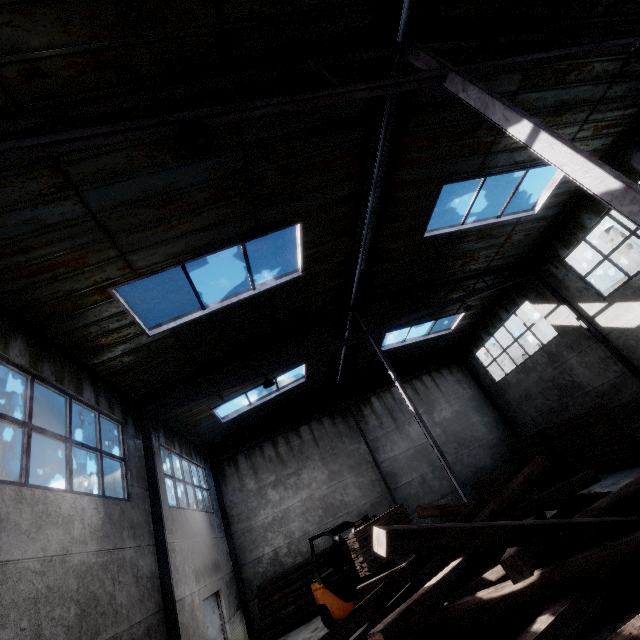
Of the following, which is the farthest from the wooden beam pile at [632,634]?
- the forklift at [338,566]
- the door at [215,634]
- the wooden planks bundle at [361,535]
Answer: the door at [215,634]

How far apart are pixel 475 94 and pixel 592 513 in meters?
6.9

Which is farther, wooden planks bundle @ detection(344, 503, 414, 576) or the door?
the door

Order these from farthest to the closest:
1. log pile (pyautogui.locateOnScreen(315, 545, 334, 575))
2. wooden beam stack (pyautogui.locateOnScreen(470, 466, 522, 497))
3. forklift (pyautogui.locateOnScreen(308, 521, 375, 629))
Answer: wooden beam stack (pyautogui.locateOnScreen(470, 466, 522, 497)) → log pile (pyautogui.locateOnScreen(315, 545, 334, 575)) → forklift (pyautogui.locateOnScreen(308, 521, 375, 629))

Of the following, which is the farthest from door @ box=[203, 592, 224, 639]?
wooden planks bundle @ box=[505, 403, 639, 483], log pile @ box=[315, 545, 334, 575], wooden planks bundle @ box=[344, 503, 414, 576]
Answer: wooden planks bundle @ box=[505, 403, 639, 483]

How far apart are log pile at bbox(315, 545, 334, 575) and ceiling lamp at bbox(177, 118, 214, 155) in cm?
1490

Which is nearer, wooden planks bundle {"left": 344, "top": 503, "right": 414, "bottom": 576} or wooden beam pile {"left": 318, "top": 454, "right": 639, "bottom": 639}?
wooden beam pile {"left": 318, "top": 454, "right": 639, "bottom": 639}

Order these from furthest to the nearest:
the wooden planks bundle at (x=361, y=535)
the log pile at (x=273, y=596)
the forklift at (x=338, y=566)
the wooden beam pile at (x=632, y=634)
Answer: the log pile at (x=273, y=596)
the forklift at (x=338, y=566)
the wooden planks bundle at (x=361, y=535)
the wooden beam pile at (x=632, y=634)
